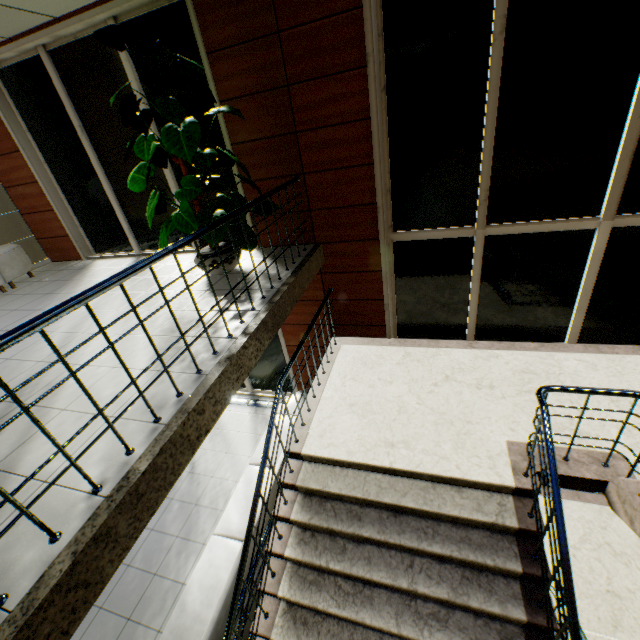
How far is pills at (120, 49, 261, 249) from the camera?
3.23m

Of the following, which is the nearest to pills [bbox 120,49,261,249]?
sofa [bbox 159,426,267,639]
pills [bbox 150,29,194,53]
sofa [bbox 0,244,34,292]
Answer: pills [bbox 150,29,194,53]

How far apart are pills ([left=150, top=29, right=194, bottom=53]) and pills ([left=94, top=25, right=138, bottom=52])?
0.2 meters

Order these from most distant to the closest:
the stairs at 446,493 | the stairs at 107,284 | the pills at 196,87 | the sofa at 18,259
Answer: the sofa at 18,259 → the pills at 196,87 → the stairs at 446,493 → the stairs at 107,284

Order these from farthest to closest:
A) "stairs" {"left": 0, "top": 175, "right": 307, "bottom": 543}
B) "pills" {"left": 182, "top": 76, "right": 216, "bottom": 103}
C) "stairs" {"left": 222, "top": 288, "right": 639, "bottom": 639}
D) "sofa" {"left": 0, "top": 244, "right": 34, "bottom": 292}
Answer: "sofa" {"left": 0, "top": 244, "right": 34, "bottom": 292} → "pills" {"left": 182, "top": 76, "right": 216, "bottom": 103} → "stairs" {"left": 222, "top": 288, "right": 639, "bottom": 639} → "stairs" {"left": 0, "top": 175, "right": 307, "bottom": 543}

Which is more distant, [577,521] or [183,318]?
[577,521]

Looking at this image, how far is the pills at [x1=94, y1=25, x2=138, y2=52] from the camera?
3.0 meters

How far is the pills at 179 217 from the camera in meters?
3.2
